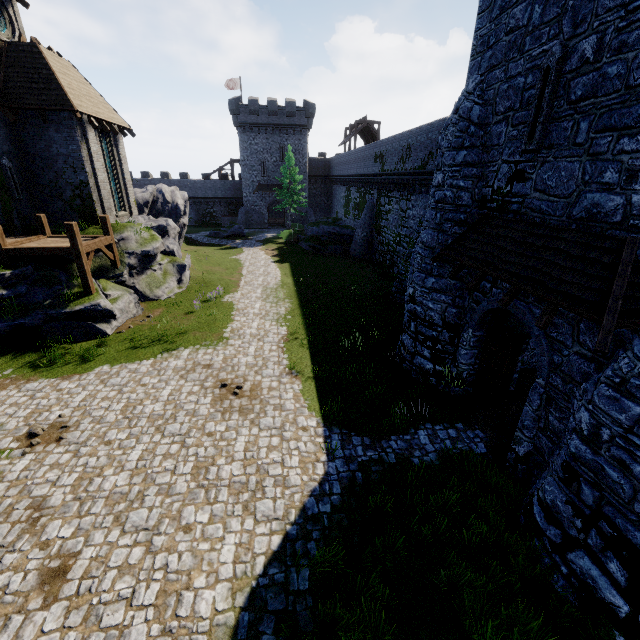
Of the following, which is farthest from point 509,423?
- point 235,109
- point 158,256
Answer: point 235,109

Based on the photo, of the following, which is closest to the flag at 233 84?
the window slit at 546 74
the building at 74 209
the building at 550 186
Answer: the building at 74 209

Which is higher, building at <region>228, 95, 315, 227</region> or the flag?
the flag

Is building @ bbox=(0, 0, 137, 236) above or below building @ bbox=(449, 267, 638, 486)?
above

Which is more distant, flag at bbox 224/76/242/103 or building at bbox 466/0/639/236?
flag at bbox 224/76/242/103

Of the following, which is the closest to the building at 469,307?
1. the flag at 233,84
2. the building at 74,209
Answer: the building at 74,209

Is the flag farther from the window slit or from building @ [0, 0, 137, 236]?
the window slit

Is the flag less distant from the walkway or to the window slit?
the walkway
